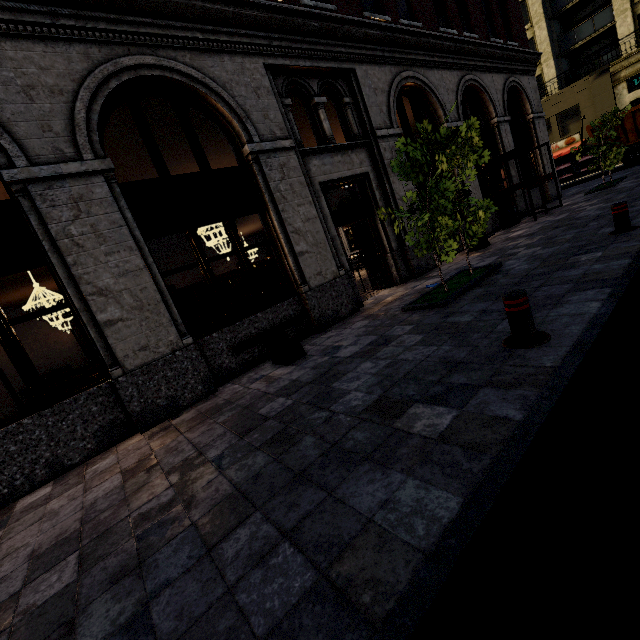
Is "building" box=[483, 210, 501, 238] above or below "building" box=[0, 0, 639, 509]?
below

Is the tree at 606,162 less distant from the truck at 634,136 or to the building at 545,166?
the building at 545,166

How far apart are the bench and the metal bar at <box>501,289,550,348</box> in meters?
3.5 m

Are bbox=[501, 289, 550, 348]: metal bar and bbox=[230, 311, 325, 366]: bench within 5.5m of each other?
yes

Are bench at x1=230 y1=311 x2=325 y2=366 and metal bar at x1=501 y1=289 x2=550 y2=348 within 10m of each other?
yes

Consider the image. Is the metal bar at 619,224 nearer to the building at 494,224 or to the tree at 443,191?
the tree at 443,191

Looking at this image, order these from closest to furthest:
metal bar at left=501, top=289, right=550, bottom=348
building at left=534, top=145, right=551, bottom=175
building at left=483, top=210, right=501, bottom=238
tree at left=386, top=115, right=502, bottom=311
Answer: metal bar at left=501, top=289, right=550, bottom=348 → tree at left=386, top=115, right=502, bottom=311 → building at left=483, top=210, right=501, bottom=238 → building at left=534, top=145, right=551, bottom=175

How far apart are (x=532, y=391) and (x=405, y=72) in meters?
11.1 m
